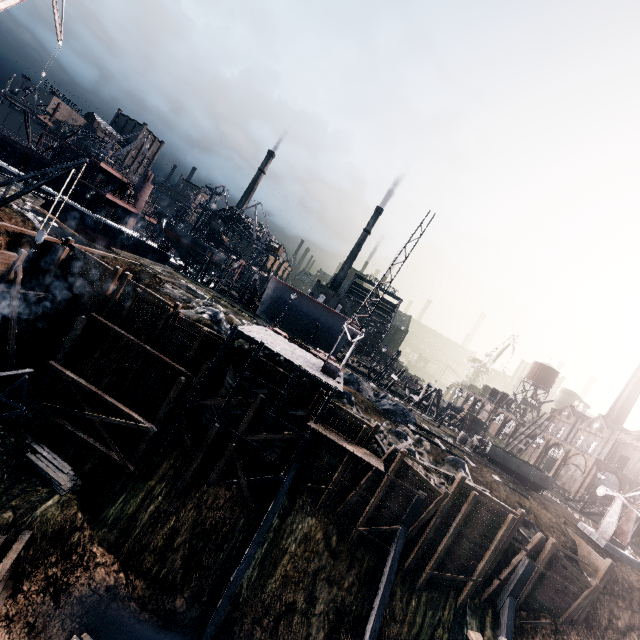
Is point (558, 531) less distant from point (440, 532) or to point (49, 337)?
point (440, 532)

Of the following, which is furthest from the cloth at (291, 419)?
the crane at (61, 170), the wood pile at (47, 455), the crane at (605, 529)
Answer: the crane at (605, 529)

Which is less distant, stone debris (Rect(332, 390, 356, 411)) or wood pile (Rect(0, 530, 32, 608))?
wood pile (Rect(0, 530, 32, 608))

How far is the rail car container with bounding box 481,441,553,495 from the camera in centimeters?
3052cm

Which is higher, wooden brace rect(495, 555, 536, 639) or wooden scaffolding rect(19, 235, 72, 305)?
wooden scaffolding rect(19, 235, 72, 305)

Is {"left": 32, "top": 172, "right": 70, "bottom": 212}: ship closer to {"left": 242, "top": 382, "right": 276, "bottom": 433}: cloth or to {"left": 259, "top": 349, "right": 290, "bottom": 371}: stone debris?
{"left": 259, "top": 349, "right": 290, "bottom": 371}: stone debris

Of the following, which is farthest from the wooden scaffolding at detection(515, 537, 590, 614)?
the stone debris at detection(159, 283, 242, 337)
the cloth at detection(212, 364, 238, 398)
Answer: the cloth at detection(212, 364, 238, 398)

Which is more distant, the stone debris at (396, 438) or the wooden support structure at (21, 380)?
the stone debris at (396, 438)
